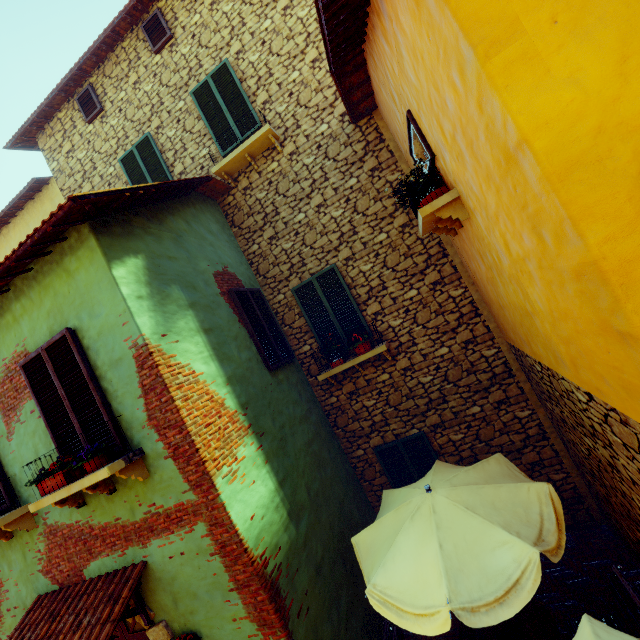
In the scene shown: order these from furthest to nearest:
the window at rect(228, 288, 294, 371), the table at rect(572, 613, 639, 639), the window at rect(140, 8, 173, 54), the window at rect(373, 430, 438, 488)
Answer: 1. the window at rect(140, 8, 173, 54)
2. the window at rect(373, 430, 438, 488)
3. the window at rect(228, 288, 294, 371)
4. the table at rect(572, 613, 639, 639)

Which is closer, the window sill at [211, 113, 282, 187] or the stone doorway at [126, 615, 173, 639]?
the stone doorway at [126, 615, 173, 639]

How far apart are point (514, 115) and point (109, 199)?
4.1 meters

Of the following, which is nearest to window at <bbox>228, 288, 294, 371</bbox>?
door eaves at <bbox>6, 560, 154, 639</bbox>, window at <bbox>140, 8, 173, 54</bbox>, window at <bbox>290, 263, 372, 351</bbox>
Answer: window at <bbox>290, 263, 372, 351</bbox>

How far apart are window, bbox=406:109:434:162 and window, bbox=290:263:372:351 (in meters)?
2.29

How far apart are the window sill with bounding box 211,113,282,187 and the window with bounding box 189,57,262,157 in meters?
0.4 m

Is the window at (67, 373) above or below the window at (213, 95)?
below

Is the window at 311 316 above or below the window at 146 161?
below
